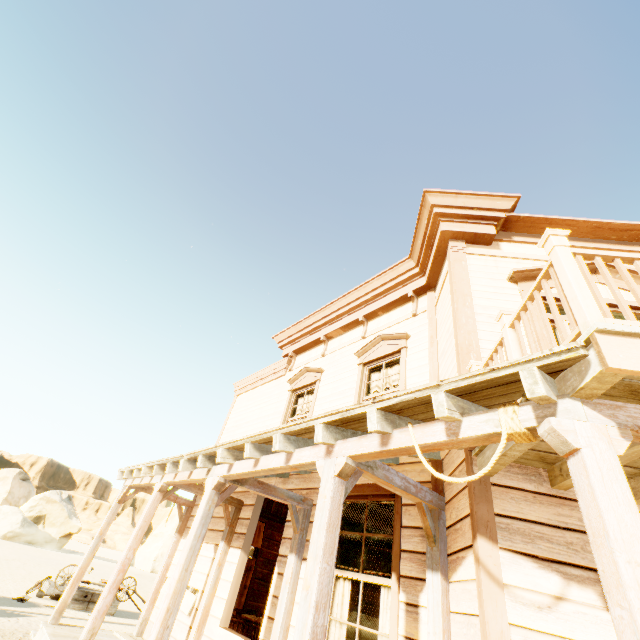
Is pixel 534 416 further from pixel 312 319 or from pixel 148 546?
pixel 148 546

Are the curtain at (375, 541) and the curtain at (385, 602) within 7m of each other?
yes

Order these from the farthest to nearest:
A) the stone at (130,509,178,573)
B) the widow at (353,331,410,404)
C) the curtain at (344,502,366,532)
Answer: the stone at (130,509,178,573) → the widow at (353,331,410,404) → the curtain at (344,502,366,532)

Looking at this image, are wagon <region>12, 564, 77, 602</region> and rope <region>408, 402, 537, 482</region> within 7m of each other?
no

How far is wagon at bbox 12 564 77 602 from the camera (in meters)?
10.12

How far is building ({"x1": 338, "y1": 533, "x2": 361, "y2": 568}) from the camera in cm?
1043

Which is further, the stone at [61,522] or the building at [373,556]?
the stone at [61,522]

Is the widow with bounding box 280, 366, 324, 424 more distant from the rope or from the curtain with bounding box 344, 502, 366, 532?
the rope
